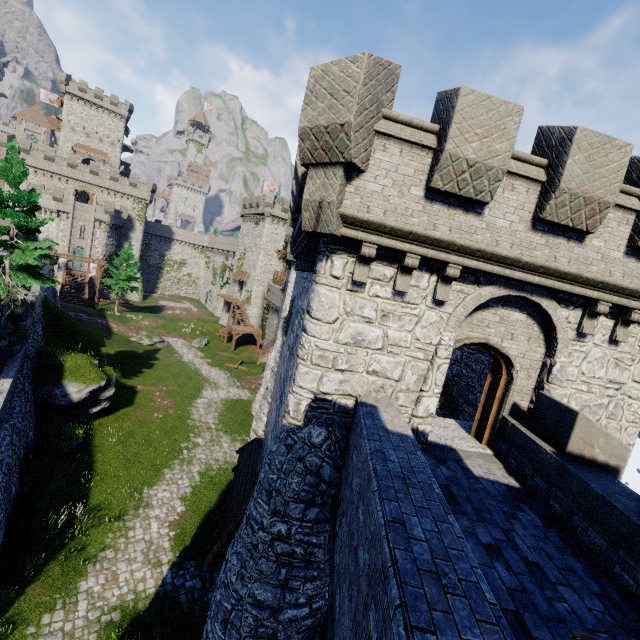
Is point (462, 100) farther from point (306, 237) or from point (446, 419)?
point (446, 419)

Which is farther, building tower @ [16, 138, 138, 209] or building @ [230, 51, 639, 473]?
building tower @ [16, 138, 138, 209]

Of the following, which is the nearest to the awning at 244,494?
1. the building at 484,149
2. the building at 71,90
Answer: the building at 484,149

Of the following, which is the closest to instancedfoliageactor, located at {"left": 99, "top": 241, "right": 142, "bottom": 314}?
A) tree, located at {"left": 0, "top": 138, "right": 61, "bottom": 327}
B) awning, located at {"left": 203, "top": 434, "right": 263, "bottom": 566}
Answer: tree, located at {"left": 0, "top": 138, "right": 61, "bottom": 327}

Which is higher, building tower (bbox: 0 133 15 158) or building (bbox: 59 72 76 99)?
building (bbox: 59 72 76 99)

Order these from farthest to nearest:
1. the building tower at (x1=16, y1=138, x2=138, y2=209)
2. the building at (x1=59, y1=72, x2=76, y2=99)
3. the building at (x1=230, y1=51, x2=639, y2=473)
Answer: the building at (x1=59, y1=72, x2=76, y2=99)
the building tower at (x1=16, y1=138, x2=138, y2=209)
the building at (x1=230, y1=51, x2=639, y2=473)

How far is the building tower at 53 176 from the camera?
51.5m

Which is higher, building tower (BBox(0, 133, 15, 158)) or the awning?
building tower (BBox(0, 133, 15, 158))
